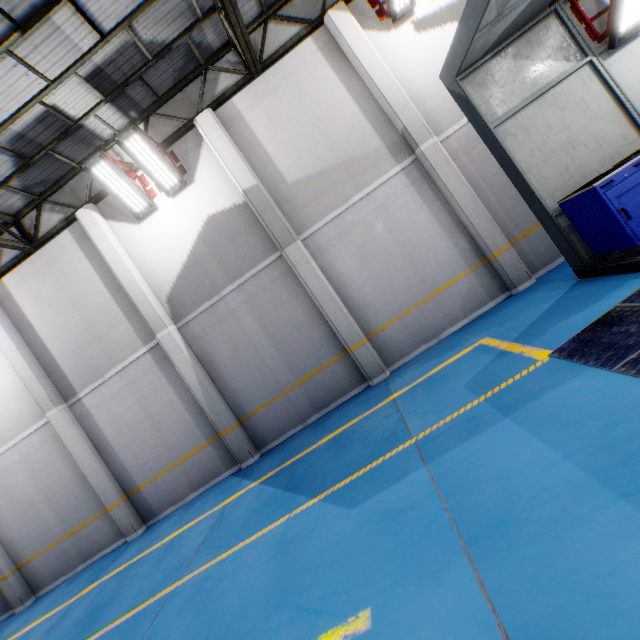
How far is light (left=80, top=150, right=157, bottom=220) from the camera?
7.4 meters

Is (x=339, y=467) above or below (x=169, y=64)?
below

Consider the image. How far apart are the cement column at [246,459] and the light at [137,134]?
1.7 meters

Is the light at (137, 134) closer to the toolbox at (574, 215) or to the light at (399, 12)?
the light at (399, 12)

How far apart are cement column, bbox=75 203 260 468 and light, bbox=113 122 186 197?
1.7m

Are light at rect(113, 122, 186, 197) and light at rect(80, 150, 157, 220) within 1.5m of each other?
yes

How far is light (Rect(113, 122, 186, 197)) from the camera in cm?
726

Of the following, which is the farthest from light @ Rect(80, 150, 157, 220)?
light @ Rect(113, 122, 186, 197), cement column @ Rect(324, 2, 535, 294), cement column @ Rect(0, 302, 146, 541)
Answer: cement column @ Rect(324, 2, 535, 294)
